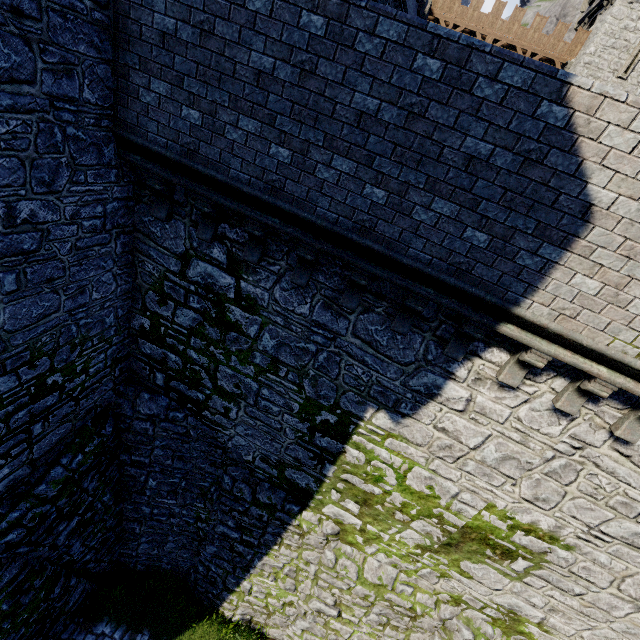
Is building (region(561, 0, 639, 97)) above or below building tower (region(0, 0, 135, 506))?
above

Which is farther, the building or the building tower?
the building

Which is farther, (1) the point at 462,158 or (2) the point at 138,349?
(2) the point at 138,349

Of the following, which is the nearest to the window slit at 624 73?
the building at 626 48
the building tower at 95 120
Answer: the building at 626 48

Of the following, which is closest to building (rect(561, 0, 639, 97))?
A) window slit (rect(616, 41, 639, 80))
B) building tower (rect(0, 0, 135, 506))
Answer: window slit (rect(616, 41, 639, 80))

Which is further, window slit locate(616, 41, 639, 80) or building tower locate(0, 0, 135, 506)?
window slit locate(616, 41, 639, 80)

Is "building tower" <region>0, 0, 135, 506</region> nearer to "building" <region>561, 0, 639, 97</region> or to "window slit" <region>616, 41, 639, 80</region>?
"building" <region>561, 0, 639, 97</region>
